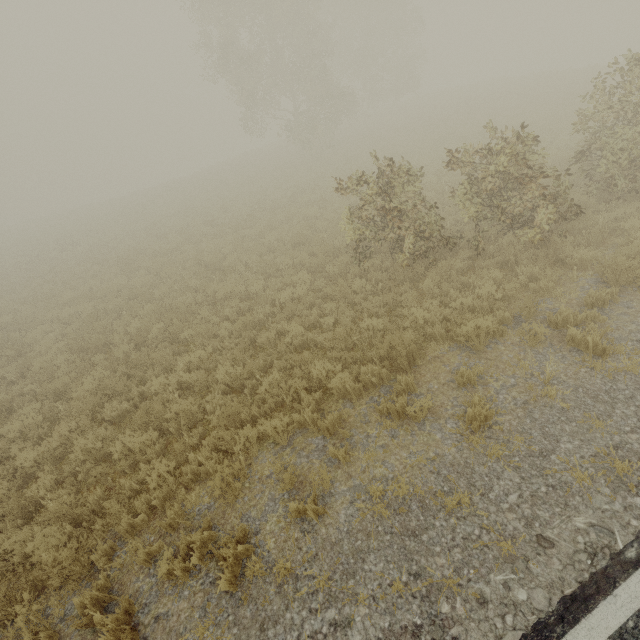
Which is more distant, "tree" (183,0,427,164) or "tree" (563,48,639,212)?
"tree" (183,0,427,164)

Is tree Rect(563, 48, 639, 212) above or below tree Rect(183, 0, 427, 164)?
below

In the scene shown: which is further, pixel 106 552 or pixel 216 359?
pixel 216 359

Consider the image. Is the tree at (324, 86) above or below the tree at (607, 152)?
above

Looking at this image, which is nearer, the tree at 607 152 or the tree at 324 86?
the tree at 607 152
